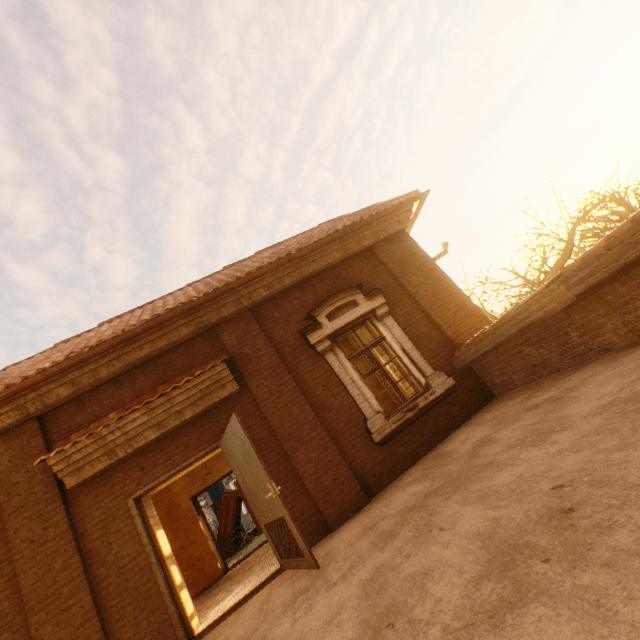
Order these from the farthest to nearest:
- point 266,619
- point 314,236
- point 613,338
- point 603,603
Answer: point 314,236 → point 613,338 → point 266,619 → point 603,603

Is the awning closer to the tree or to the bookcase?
the bookcase

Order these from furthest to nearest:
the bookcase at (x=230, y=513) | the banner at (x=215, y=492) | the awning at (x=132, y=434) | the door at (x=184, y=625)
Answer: the banner at (x=215, y=492), the bookcase at (x=230, y=513), the awning at (x=132, y=434), the door at (x=184, y=625)

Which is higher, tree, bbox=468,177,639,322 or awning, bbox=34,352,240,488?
awning, bbox=34,352,240,488

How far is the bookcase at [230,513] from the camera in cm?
1266

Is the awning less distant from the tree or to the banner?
the tree

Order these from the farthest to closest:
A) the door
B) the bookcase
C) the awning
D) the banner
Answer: the banner, the bookcase, the awning, the door

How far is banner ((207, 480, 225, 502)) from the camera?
19.78m
